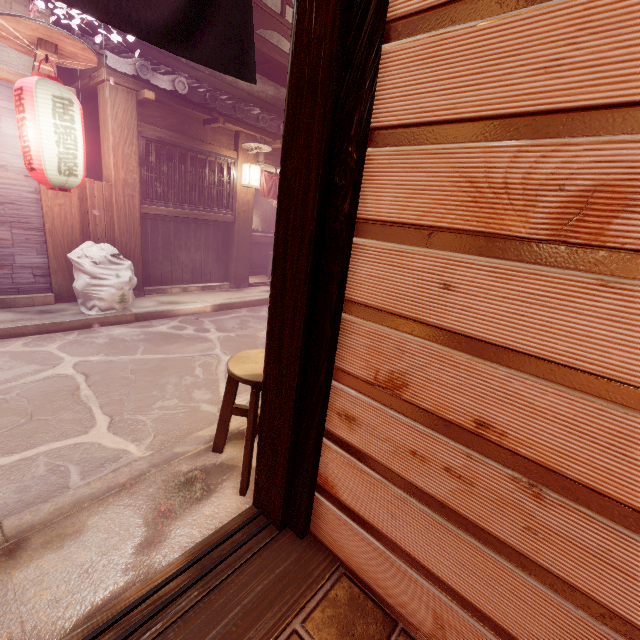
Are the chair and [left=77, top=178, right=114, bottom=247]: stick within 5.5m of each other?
no

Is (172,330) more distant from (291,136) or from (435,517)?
(435,517)

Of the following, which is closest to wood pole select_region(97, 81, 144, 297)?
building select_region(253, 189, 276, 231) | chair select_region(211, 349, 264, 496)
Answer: building select_region(253, 189, 276, 231)

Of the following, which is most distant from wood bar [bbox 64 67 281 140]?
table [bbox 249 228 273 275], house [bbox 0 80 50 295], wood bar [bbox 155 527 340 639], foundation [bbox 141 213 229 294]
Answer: wood bar [bbox 155 527 340 639]

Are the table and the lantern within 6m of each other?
no

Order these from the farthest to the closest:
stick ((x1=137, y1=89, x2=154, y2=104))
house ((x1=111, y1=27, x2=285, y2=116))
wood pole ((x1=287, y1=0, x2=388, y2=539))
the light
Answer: the light → house ((x1=111, y1=27, x2=285, y2=116)) → stick ((x1=137, y1=89, x2=154, y2=104)) → wood pole ((x1=287, y1=0, x2=388, y2=539))

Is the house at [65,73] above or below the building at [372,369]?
above

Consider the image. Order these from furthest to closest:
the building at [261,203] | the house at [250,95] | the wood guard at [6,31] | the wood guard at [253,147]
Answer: the building at [261,203] → the wood guard at [253,147] → the house at [250,95] → the wood guard at [6,31]
